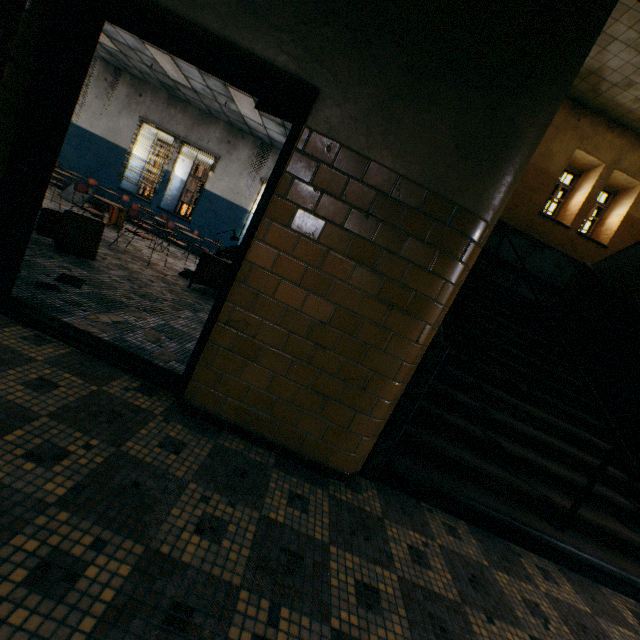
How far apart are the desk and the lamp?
4.54m

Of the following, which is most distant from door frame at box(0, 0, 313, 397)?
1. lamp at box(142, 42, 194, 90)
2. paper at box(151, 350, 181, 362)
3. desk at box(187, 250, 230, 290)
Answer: A: lamp at box(142, 42, 194, 90)

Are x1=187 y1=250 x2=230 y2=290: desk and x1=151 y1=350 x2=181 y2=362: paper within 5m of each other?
yes

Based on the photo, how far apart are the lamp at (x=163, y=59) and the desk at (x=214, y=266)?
4.5m

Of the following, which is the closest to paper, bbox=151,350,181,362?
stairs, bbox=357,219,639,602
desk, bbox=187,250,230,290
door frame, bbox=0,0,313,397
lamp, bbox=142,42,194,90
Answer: door frame, bbox=0,0,313,397

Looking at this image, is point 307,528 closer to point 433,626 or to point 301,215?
point 433,626

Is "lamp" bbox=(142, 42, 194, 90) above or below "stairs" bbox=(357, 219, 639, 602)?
above

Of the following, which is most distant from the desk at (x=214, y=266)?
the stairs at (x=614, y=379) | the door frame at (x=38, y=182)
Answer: the door frame at (x=38, y=182)
